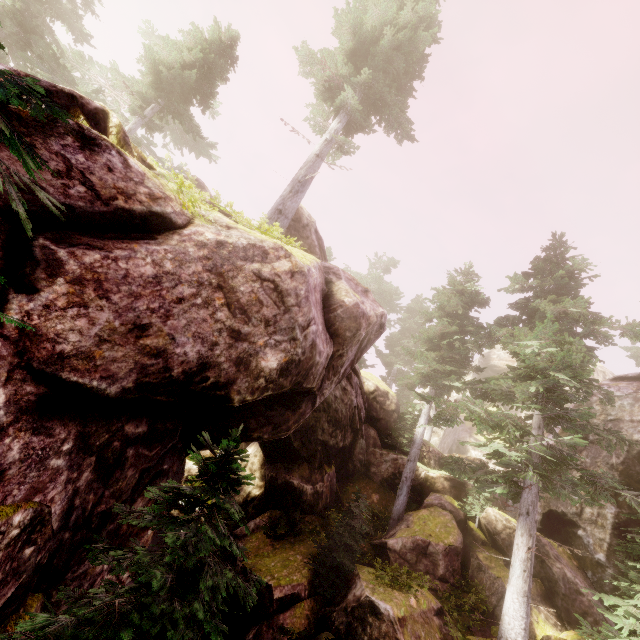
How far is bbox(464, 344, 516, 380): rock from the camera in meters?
38.8 m

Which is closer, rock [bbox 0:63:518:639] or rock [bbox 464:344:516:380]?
rock [bbox 0:63:518:639]

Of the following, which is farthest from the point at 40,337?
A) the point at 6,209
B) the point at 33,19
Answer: the point at 33,19

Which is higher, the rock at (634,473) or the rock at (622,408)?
the rock at (622,408)

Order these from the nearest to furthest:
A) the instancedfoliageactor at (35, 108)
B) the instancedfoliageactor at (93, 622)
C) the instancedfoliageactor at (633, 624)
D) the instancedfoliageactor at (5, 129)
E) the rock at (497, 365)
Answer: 1. the instancedfoliageactor at (5, 129)
2. the instancedfoliageactor at (93, 622)
3. the instancedfoliageactor at (35, 108)
4. the instancedfoliageactor at (633, 624)
5. the rock at (497, 365)

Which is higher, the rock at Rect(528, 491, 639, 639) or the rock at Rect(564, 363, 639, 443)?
the rock at Rect(564, 363, 639, 443)

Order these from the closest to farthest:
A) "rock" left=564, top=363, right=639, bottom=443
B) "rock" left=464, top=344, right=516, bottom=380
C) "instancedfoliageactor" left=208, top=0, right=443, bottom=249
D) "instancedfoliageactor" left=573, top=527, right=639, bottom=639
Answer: "instancedfoliageactor" left=573, top=527, right=639, bottom=639 → "rock" left=564, top=363, right=639, bottom=443 → "instancedfoliageactor" left=208, top=0, right=443, bottom=249 → "rock" left=464, top=344, right=516, bottom=380

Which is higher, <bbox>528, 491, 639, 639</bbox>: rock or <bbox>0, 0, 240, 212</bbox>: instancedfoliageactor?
<bbox>0, 0, 240, 212</bbox>: instancedfoliageactor
